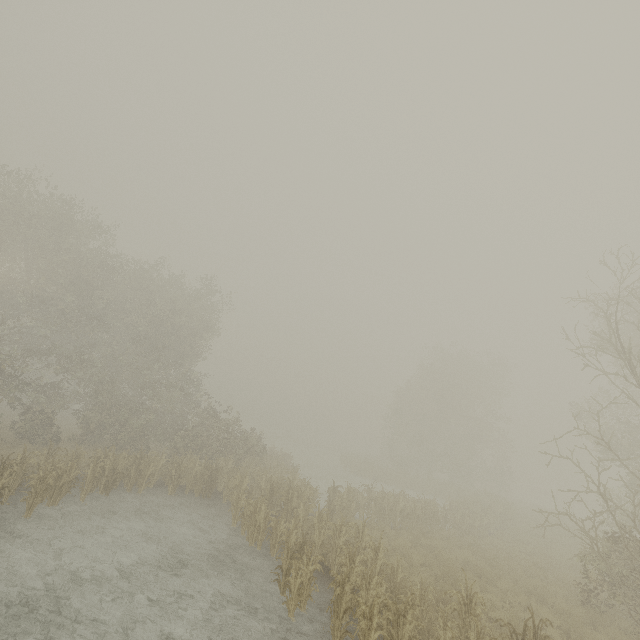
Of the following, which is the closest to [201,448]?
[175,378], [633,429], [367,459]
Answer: [175,378]
